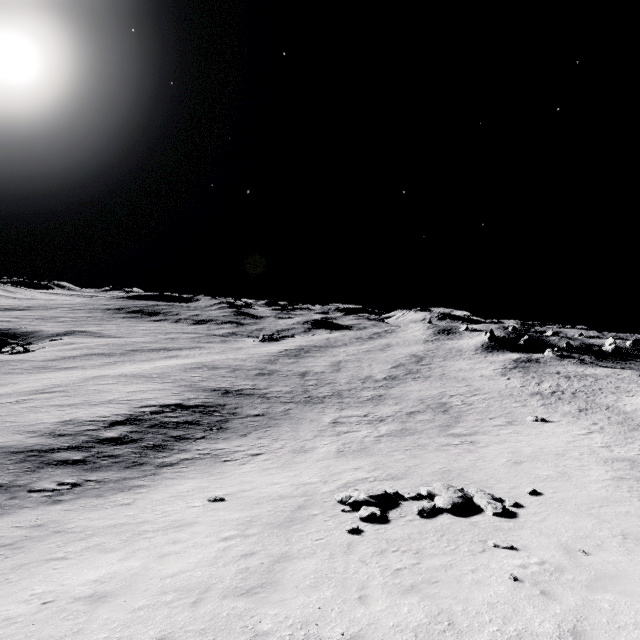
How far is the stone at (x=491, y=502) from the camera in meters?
12.3 m

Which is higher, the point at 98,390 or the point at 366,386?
the point at 98,390

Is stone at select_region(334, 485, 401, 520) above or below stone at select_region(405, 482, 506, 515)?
below

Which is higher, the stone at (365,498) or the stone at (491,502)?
the stone at (491,502)

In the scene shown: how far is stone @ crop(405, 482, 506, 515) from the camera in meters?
12.3

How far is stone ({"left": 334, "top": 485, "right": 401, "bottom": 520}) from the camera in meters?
12.3
